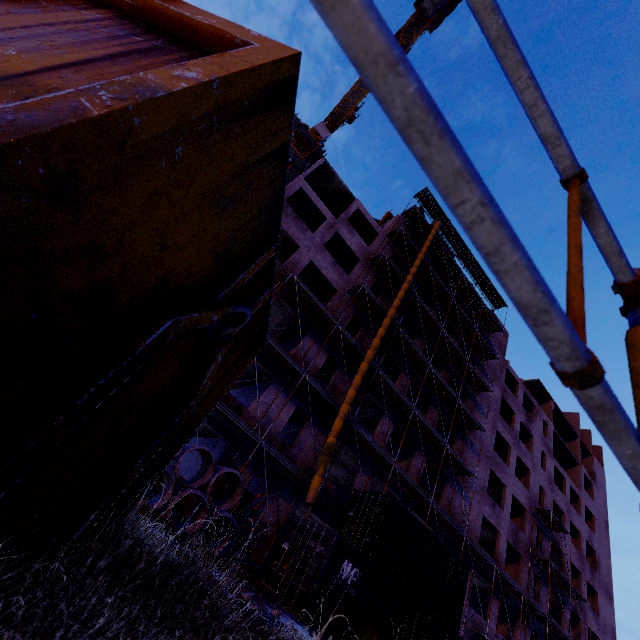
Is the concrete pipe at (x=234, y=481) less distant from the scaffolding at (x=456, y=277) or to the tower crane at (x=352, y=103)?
the scaffolding at (x=456, y=277)

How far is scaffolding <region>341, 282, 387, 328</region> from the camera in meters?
21.5

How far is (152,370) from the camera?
1.24m

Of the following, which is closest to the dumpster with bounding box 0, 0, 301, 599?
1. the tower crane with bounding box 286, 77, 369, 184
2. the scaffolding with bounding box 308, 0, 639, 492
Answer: the scaffolding with bounding box 308, 0, 639, 492

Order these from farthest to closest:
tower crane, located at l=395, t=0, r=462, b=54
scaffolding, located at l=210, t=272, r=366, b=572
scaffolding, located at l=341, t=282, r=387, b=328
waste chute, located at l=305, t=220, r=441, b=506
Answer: tower crane, located at l=395, t=0, r=462, b=54, scaffolding, located at l=341, t=282, r=387, b=328, scaffolding, located at l=210, t=272, r=366, b=572, waste chute, located at l=305, t=220, r=441, b=506

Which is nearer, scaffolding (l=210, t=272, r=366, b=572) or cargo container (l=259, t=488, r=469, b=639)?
cargo container (l=259, t=488, r=469, b=639)

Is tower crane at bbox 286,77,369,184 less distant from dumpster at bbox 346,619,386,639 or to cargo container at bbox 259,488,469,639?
cargo container at bbox 259,488,469,639

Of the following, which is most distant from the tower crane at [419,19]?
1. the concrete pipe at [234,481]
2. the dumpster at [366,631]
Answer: the dumpster at [366,631]
